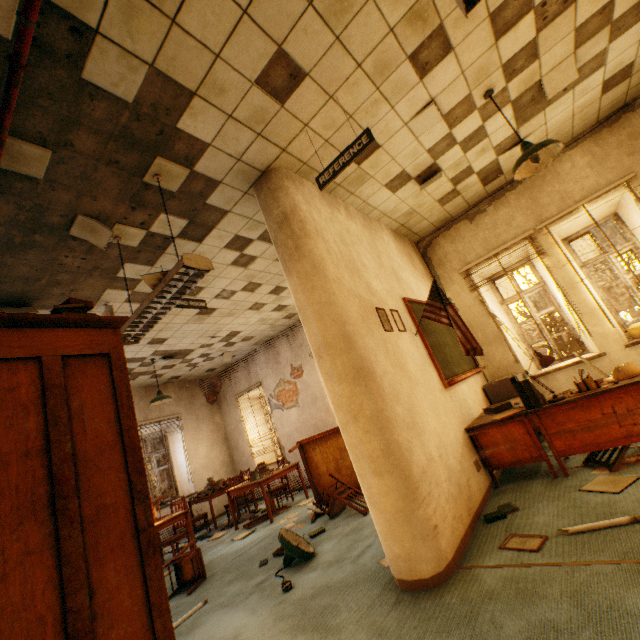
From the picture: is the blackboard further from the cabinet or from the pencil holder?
the pencil holder

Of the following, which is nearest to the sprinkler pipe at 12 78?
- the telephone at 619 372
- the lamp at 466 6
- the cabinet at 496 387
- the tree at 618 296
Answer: the lamp at 466 6

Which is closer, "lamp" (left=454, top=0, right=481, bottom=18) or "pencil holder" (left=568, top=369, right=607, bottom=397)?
"lamp" (left=454, top=0, right=481, bottom=18)

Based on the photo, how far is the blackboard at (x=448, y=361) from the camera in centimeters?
418cm

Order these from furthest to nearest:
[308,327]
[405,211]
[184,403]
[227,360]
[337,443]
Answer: [184,403] < [227,360] < [337,443] < [405,211] < [308,327]

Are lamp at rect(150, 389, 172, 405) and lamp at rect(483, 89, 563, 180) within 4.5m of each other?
no

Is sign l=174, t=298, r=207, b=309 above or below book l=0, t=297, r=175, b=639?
above

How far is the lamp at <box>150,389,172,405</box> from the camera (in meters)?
6.87
